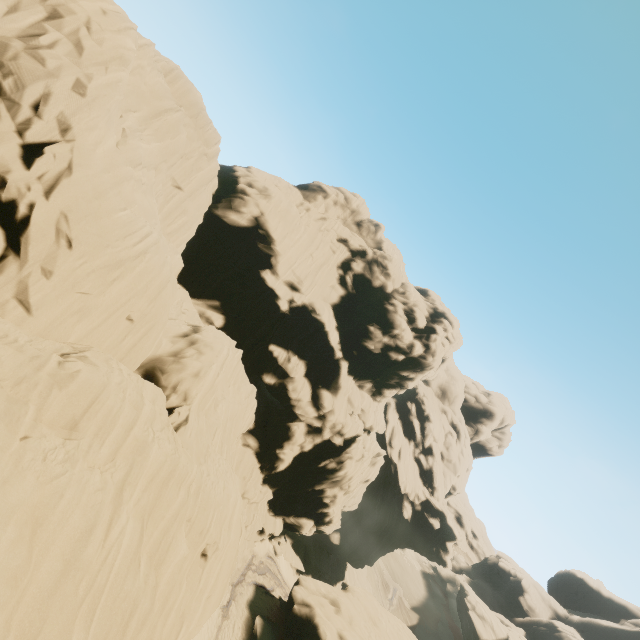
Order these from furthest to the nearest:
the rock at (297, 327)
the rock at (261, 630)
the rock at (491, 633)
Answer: the rock at (491, 633), the rock at (261, 630), the rock at (297, 327)

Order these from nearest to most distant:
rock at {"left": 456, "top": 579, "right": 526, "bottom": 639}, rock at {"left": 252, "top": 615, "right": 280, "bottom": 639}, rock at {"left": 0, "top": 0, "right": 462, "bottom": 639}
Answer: rock at {"left": 0, "top": 0, "right": 462, "bottom": 639} → rock at {"left": 252, "top": 615, "right": 280, "bottom": 639} → rock at {"left": 456, "top": 579, "right": 526, "bottom": 639}

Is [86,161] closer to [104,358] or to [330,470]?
[104,358]

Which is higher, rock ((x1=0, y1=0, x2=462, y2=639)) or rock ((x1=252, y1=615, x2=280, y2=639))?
rock ((x1=0, y1=0, x2=462, y2=639))

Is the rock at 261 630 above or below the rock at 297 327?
below

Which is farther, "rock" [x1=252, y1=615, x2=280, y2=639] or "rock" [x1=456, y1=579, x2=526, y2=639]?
"rock" [x1=456, y1=579, x2=526, y2=639]
